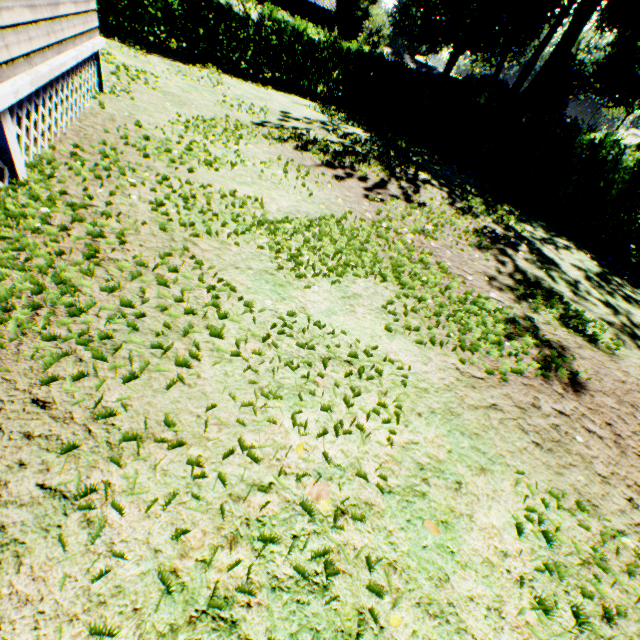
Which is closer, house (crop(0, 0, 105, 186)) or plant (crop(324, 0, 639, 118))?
house (crop(0, 0, 105, 186))

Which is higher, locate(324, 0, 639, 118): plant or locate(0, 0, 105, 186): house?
locate(324, 0, 639, 118): plant

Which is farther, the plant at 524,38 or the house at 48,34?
the plant at 524,38

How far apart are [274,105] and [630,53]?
52.12m

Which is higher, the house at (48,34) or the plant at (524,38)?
the plant at (524,38)
